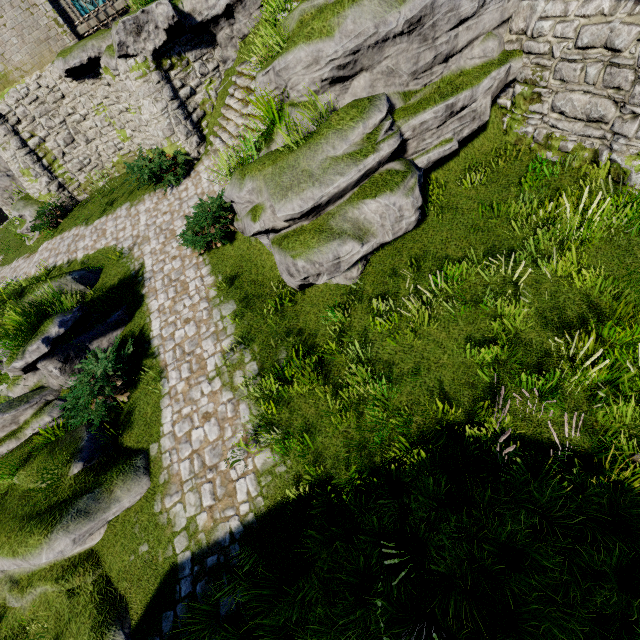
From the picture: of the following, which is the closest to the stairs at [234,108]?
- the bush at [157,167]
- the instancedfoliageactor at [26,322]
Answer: the bush at [157,167]

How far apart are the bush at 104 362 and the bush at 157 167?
6.6 meters

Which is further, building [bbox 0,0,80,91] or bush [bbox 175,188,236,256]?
building [bbox 0,0,80,91]

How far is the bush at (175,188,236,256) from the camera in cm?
873

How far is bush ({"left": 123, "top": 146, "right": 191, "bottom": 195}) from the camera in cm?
1200

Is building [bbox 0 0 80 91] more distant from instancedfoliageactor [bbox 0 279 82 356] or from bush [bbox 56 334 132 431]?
instancedfoliageactor [bbox 0 279 82 356]

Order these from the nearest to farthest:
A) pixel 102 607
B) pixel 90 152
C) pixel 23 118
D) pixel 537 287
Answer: pixel 102 607, pixel 537 287, pixel 23 118, pixel 90 152

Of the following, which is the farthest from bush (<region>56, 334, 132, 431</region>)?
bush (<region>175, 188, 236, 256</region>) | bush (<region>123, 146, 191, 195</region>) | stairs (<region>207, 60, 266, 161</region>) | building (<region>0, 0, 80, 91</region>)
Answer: building (<region>0, 0, 80, 91</region>)
